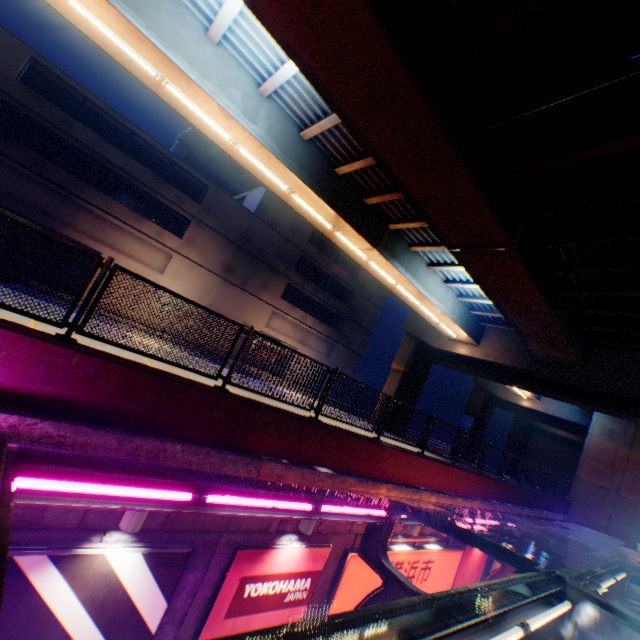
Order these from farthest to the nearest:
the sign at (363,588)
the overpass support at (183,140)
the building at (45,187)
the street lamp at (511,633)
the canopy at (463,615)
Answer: the overpass support at (183,140)
the building at (45,187)
the sign at (363,588)
the street lamp at (511,633)
the canopy at (463,615)

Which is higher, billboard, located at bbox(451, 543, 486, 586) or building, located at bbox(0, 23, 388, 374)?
building, located at bbox(0, 23, 388, 374)

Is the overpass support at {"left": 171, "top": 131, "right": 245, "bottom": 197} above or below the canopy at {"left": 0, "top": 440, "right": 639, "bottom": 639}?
above

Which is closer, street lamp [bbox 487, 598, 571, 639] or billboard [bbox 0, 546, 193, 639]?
street lamp [bbox 487, 598, 571, 639]

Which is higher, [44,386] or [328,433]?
[328,433]

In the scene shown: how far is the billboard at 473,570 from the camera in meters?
12.2

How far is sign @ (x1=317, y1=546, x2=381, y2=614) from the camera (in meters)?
7.73

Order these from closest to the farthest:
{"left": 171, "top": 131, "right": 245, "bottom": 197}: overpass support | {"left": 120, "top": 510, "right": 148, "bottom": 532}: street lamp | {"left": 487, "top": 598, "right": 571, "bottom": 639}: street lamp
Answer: {"left": 487, "top": 598, "right": 571, "bottom": 639}: street lamp
{"left": 120, "top": 510, "right": 148, "bottom": 532}: street lamp
{"left": 171, "top": 131, "right": 245, "bottom": 197}: overpass support
